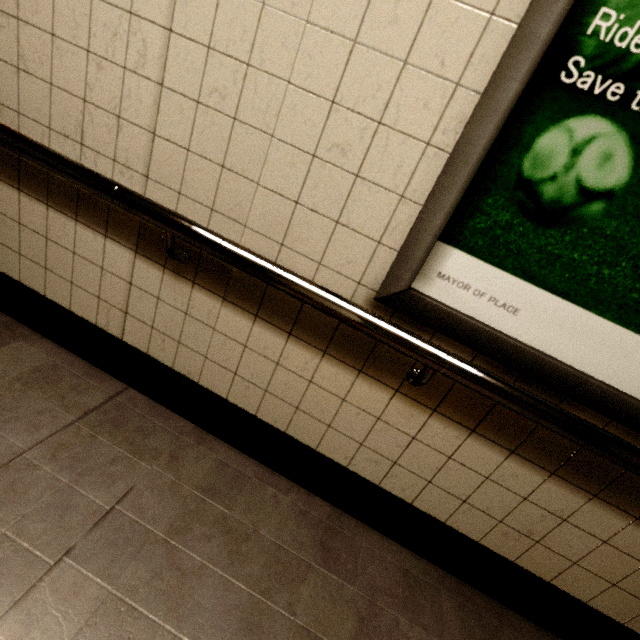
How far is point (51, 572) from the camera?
1.0m
